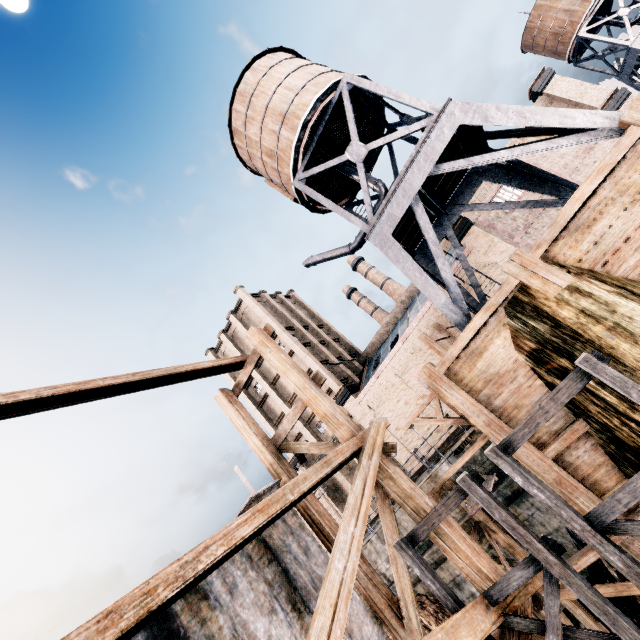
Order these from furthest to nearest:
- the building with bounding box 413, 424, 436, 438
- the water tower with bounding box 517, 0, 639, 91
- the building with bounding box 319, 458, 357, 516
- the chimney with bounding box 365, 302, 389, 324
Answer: the chimney with bounding box 365, 302, 389, 324
the water tower with bounding box 517, 0, 639, 91
the building with bounding box 319, 458, 357, 516
the building with bounding box 413, 424, 436, 438

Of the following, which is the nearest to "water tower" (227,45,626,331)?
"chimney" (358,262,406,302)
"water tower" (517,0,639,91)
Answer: "water tower" (517,0,639,91)

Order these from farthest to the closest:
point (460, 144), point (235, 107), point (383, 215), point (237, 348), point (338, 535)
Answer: point (237, 348), point (235, 107), point (460, 144), point (383, 215), point (338, 535)

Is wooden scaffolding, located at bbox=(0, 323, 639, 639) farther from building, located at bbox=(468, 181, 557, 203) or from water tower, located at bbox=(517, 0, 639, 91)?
water tower, located at bbox=(517, 0, 639, 91)

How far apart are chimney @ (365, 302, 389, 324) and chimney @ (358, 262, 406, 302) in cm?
262

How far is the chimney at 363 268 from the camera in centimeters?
5576cm

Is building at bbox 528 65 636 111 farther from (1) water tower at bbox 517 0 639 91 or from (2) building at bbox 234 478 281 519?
(2) building at bbox 234 478 281 519

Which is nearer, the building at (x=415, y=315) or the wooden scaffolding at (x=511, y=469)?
the wooden scaffolding at (x=511, y=469)
